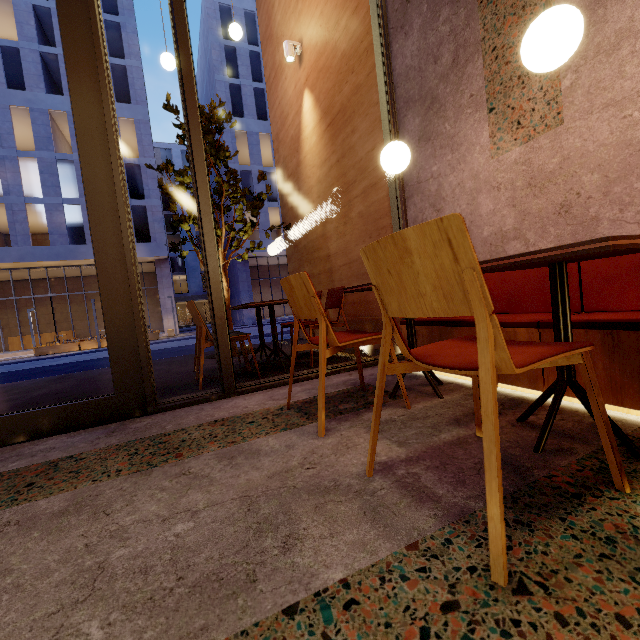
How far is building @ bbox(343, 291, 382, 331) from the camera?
4.1 meters

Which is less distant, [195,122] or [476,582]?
[476,582]

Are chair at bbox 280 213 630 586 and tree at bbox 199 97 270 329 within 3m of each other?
no

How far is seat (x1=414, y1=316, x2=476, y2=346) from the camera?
2.2m

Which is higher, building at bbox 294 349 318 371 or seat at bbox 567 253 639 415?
seat at bbox 567 253 639 415

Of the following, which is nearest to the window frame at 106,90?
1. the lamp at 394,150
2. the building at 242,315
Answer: the lamp at 394,150

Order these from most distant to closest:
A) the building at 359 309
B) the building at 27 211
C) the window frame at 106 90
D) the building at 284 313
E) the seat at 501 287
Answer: the building at 284 313 < the building at 27 211 < the building at 359 309 < the window frame at 106 90 < the seat at 501 287

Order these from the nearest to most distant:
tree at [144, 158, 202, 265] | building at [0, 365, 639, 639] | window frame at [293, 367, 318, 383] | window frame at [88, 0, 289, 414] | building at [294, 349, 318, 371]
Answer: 1. building at [0, 365, 639, 639]
2. window frame at [88, 0, 289, 414]
3. window frame at [293, 367, 318, 383]
4. building at [294, 349, 318, 371]
5. tree at [144, 158, 202, 265]
